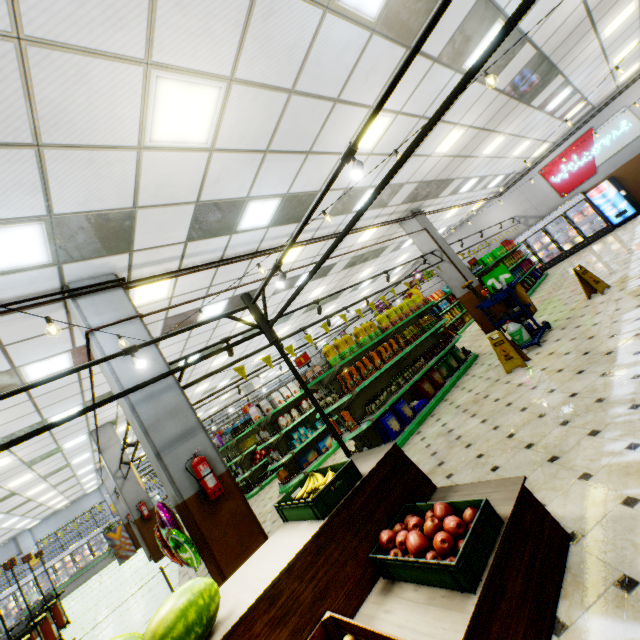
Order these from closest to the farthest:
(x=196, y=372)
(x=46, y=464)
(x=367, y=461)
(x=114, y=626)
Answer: (x=367, y=461) < (x=114, y=626) < (x=46, y=464) < (x=196, y=372)

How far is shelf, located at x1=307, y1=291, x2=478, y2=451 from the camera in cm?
613

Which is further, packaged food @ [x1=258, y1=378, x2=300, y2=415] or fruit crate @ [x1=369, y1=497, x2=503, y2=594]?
packaged food @ [x1=258, y1=378, x2=300, y2=415]

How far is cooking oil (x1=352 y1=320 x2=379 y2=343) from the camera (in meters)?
7.02

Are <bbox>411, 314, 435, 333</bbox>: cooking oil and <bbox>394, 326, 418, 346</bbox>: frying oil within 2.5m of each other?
yes

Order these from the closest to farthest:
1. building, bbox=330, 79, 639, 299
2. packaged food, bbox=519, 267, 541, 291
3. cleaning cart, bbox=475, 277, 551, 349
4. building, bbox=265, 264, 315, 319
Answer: cleaning cart, bbox=475, 277, 551, 349 < building, bbox=265, 264, 315, 319 < building, bbox=330, 79, 639, 299 < packaged food, bbox=519, 267, 541, 291

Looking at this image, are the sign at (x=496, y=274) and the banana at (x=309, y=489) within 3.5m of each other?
no

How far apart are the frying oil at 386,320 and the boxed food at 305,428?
3.47m
